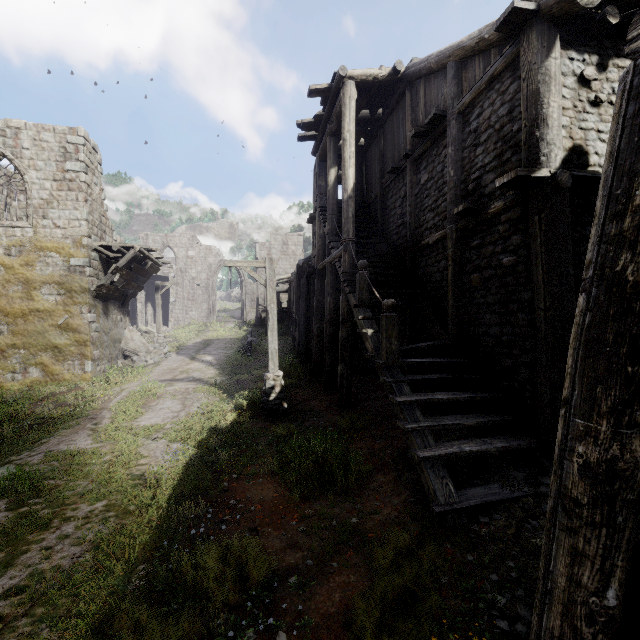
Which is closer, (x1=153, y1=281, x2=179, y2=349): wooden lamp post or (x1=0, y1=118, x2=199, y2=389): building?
(x1=0, y1=118, x2=199, y2=389): building

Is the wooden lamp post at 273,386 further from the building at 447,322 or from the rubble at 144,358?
the rubble at 144,358

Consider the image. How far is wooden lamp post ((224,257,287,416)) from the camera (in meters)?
9.70

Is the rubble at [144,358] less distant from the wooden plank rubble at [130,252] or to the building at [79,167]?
the building at [79,167]

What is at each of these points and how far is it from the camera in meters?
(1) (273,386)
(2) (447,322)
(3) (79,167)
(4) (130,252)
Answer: (1) wooden lamp post, 9.8 m
(2) building, 8.0 m
(3) building, 14.2 m
(4) wooden plank rubble, 15.3 m

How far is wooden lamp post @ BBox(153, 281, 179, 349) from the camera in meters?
21.4 m

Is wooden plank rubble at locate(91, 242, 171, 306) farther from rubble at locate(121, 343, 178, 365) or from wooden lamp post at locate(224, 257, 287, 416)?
wooden lamp post at locate(224, 257, 287, 416)

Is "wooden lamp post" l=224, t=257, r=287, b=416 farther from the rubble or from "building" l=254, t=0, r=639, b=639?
the rubble
